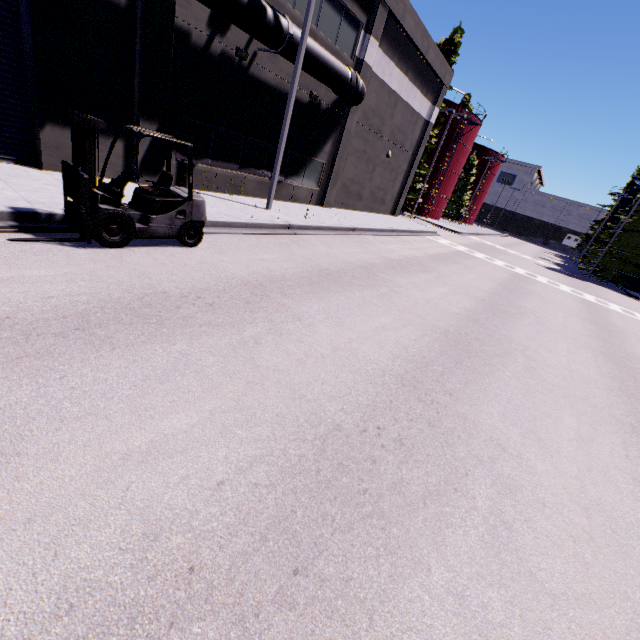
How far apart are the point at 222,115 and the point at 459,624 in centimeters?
1494cm

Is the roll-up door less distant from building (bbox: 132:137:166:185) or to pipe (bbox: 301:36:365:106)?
building (bbox: 132:137:166:185)

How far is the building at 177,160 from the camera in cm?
1162

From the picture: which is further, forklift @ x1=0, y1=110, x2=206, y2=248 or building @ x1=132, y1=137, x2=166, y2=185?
building @ x1=132, y1=137, x2=166, y2=185

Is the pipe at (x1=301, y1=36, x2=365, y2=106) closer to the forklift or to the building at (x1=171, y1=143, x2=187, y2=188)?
the building at (x1=171, y1=143, x2=187, y2=188)

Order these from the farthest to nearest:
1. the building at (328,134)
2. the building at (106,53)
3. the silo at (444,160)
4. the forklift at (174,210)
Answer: the silo at (444,160) → the building at (328,134) → the building at (106,53) → the forklift at (174,210)

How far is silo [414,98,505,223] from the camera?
36.78m

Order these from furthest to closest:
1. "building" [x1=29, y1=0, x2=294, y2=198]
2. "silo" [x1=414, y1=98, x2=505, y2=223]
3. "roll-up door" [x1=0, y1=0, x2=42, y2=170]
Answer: "silo" [x1=414, y1=98, x2=505, y2=223] → "building" [x1=29, y1=0, x2=294, y2=198] → "roll-up door" [x1=0, y1=0, x2=42, y2=170]
